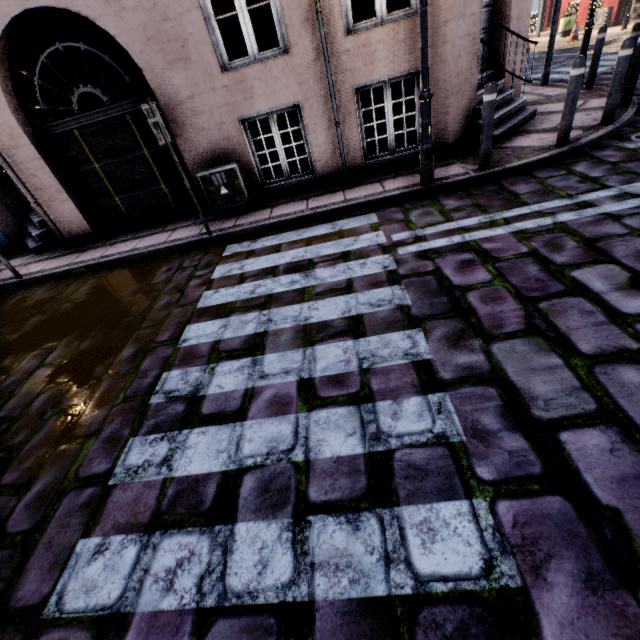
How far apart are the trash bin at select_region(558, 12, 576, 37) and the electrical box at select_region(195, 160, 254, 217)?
23.35m

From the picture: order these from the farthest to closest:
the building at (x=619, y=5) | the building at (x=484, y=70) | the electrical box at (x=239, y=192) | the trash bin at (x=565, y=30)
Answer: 1. the trash bin at (x=565, y=30)
2. the building at (x=619, y=5)
3. the electrical box at (x=239, y=192)
4. the building at (x=484, y=70)

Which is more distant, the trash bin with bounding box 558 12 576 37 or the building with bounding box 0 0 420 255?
the trash bin with bounding box 558 12 576 37

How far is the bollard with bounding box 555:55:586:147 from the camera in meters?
4.4

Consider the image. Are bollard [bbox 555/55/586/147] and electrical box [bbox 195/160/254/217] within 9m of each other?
yes

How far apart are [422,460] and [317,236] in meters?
3.6 m

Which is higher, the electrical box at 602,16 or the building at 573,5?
the building at 573,5

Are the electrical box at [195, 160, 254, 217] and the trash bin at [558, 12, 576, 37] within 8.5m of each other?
no
